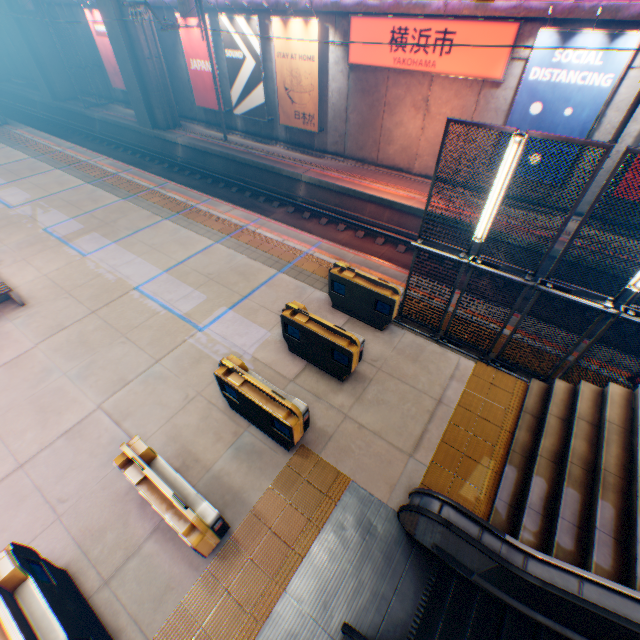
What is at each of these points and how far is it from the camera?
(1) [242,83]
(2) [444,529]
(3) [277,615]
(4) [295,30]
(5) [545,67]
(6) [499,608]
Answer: (1) billboard, 17.73m
(2) escalator, 4.44m
(3) escalator base, 4.66m
(4) billboard, 14.51m
(5) billboard, 10.61m
(6) steps, 4.72m

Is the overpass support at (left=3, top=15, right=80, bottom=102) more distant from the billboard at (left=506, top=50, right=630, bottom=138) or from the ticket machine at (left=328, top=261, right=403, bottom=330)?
the ticket machine at (left=328, top=261, right=403, bottom=330)

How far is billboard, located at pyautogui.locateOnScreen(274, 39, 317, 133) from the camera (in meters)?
14.91

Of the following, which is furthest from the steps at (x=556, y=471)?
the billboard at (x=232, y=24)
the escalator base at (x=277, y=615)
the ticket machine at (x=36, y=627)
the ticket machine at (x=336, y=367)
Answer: the billboard at (x=232, y=24)

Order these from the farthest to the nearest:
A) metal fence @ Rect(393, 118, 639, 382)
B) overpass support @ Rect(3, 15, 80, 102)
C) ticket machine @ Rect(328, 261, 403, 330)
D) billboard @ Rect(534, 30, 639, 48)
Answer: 1. overpass support @ Rect(3, 15, 80, 102)
2. billboard @ Rect(534, 30, 639, 48)
3. ticket machine @ Rect(328, 261, 403, 330)
4. metal fence @ Rect(393, 118, 639, 382)

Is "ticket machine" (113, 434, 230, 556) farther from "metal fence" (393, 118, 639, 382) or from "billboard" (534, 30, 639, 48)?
"billboard" (534, 30, 639, 48)

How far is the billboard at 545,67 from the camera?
9.9m
